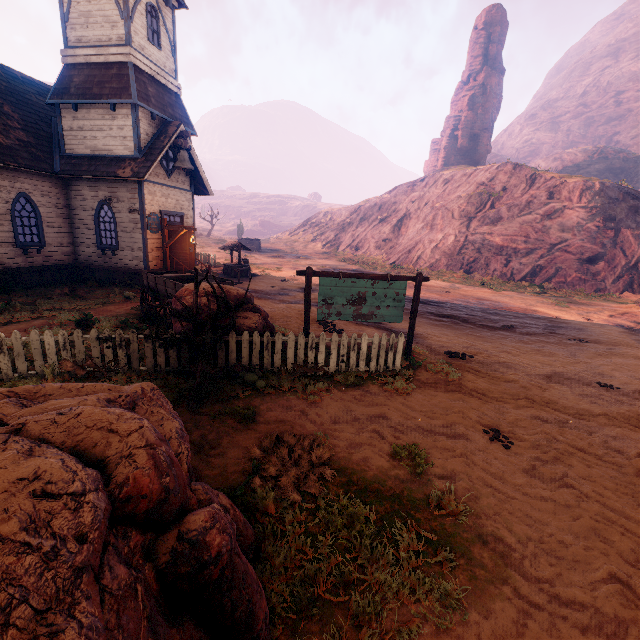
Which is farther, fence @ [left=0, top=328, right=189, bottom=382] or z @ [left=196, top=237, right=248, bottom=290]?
z @ [left=196, top=237, right=248, bottom=290]

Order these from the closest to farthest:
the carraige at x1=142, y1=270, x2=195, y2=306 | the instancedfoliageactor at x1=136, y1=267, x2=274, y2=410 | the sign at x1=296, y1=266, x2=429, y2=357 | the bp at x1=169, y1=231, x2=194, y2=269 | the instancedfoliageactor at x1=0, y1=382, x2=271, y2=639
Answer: the instancedfoliageactor at x1=0, y1=382, x2=271, y2=639 < the instancedfoliageactor at x1=136, y1=267, x2=274, y2=410 < the sign at x1=296, y1=266, x2=429, y2=357 < the carraige at x1=142, y1=270, x2=195, y2=306 < the bp at x1=169, y1=231, x2=194, y2=269

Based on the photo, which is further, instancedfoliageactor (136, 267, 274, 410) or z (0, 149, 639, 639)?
instancedfoliageactor (136, 267, 274, 410)

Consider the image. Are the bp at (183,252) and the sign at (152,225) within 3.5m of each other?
yes

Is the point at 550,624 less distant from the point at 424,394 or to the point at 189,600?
the point at 189,600

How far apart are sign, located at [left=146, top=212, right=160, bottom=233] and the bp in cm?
18

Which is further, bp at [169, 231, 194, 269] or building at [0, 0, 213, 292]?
bp at [169, 231, 194, 269]

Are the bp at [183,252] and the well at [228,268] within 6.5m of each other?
yes
